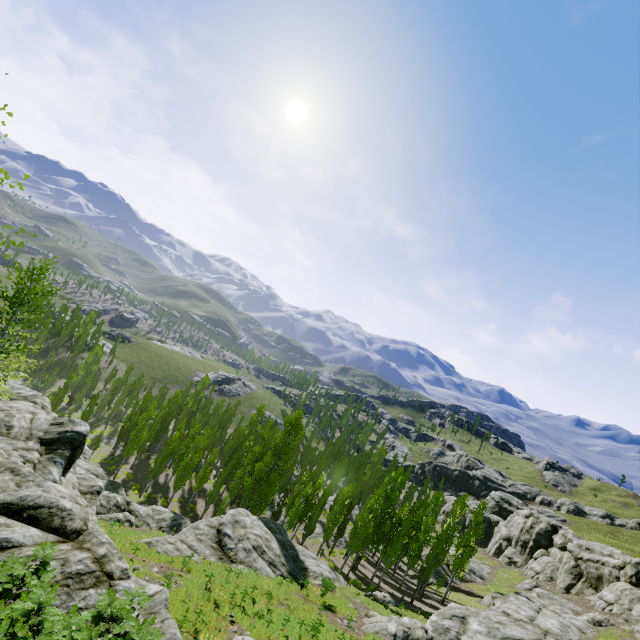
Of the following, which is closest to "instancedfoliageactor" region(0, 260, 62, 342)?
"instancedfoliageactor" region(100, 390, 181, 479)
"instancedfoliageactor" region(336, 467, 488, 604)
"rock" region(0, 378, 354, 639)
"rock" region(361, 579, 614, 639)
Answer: "rock" region(0, 378, 354, 639)

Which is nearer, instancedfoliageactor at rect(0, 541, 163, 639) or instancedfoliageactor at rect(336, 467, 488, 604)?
instancedfoliageactor at rect(0, 541, 163, 639)

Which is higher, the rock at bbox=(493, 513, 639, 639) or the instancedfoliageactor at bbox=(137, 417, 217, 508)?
the rock at bbox=(493, 513, 639, 639)

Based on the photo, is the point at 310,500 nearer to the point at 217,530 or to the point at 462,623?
the point at 217,530

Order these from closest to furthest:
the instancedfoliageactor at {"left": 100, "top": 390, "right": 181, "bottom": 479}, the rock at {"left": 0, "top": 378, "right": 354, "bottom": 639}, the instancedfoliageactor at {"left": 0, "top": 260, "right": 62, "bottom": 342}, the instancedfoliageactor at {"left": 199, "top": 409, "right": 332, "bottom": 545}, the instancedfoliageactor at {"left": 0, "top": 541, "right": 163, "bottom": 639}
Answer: the instancedfoliageactor at {"left": 0, "top": 541, "right": 163, "bottom": 639}
the rock at {"left": 0, "top": 378, "right": 354, "bottom": 639}
the instancedfoliageactor at {"left": 0, "top": 260, "right": 62, "bottom": 342}
the instancedfoliageactor at {"left": 199, "top": 409, "right": 332, "bottom": 545}
the instancedfoliageactor at {"left": 100, "top": 390, "right": 181, "bottom": 479}

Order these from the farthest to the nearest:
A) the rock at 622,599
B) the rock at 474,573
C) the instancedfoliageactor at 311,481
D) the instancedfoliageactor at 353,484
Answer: the rock at 474,573
the instancedfoliageactor at 353,484
the instancedfoliageactor at 311,481
the rock at 622,599

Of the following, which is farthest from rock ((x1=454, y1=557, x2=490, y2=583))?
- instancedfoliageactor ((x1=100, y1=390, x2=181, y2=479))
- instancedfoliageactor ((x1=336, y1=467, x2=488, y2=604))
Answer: instancedfoliageactor ((x1=336, y1=467, x2=488, y2=604))

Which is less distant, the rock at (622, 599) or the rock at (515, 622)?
the rock at (515, 622)
